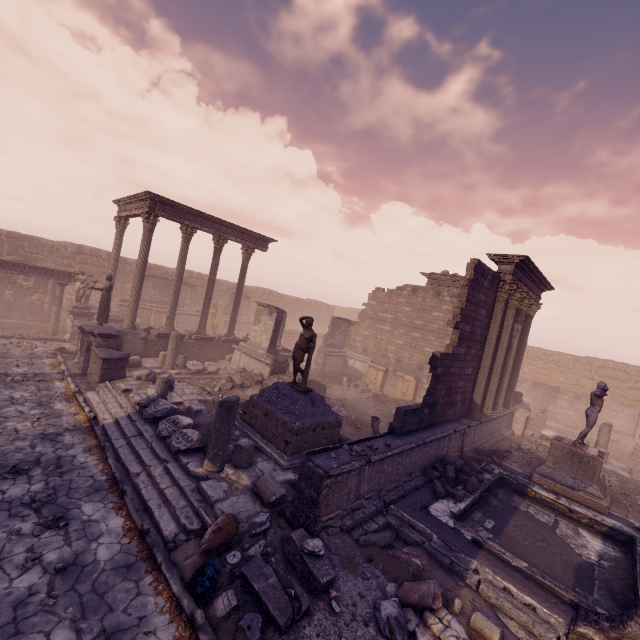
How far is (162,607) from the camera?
4.6 meters

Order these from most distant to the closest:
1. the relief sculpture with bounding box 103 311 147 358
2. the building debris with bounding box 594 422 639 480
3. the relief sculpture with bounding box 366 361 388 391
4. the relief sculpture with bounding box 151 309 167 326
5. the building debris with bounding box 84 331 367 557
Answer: the relief sculpture with bounding box 151 309 167 326 < the relief sculpture with bounding box 366 361 388 391 < the relief sculpture with bounding box 103 311 147 358 < the building debris with bounding box 594 422 639 480 < the building debris with bounding box 84 331 367 557

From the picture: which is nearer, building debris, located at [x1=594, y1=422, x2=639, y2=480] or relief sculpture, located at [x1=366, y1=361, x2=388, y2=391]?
building debris, located at [x1=594, y1=422, x2=639, y2=480]

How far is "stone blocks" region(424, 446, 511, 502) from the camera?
8.38m

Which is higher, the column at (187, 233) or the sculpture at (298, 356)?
the column at (187, 233)

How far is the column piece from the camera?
6.4m

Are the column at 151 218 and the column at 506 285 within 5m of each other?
no

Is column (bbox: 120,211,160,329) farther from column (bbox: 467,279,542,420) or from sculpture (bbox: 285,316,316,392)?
column (bbox: 467,279,542,420)
